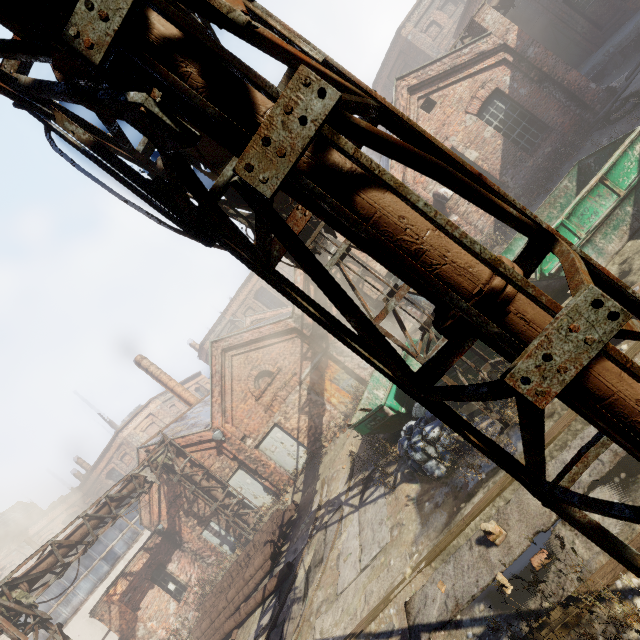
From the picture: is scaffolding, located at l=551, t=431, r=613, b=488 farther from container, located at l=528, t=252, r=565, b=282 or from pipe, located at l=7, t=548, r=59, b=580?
container, located at l=528, t=252, r=565, b=282

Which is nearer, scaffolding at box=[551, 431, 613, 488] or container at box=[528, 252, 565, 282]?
scaffolding at box=[551, 431, 613, 488]

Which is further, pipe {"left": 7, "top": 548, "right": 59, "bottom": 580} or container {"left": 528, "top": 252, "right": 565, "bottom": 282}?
pipe {"left": 7, "top": 548, "right": 59, "bottom": 580}

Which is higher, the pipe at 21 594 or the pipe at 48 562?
the pipe at 48 562

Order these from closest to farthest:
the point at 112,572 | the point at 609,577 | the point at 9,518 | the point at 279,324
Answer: the point at 609,577 → the point at 279,324 → the point at 112,572 → the point at 9,518

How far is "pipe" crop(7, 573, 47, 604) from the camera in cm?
852

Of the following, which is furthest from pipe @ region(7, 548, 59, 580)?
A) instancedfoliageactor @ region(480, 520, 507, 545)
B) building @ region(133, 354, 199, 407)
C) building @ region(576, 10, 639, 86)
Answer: building @ region(576, 10, 639, 86)

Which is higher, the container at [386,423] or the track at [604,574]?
the container at [386,423]
